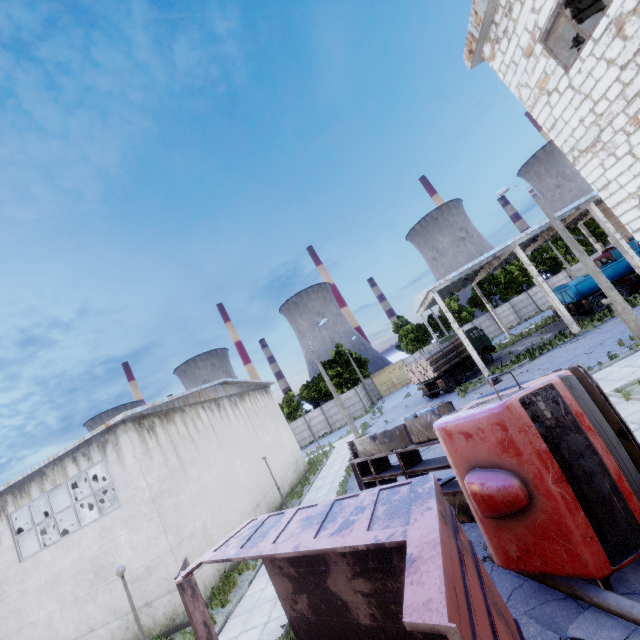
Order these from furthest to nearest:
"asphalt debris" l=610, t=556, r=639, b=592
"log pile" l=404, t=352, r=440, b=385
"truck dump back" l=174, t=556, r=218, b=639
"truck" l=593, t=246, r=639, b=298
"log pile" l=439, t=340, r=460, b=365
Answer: "log pile" l=439, t=340, r=460, b=365 < "log pile" l=404, t=352, r=440, b=385 < "truck" l=593, t=246, r=639, b=298 < "truck dump back" l=174, t=556, r=218, b=639 < "asphalt debris" l=610, t=556, r=639, b=592

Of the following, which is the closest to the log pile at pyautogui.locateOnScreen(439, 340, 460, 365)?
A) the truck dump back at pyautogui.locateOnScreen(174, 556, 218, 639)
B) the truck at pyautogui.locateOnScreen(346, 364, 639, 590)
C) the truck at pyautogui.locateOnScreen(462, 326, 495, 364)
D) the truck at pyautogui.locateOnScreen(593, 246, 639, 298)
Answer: the truck at pyautogui.locateOnScreen(462, 326, 495, 364)

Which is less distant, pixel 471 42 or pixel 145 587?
pixel 471 42

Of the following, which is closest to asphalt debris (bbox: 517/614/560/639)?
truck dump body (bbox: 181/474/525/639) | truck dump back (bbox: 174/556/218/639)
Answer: truck dump body (bbox: 181/474/525/639)

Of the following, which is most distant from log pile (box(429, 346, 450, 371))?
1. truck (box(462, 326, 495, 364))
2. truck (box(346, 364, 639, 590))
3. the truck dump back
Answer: the truck dump back

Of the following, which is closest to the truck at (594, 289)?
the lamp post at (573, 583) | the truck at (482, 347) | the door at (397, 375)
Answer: the truck at (482, 347)

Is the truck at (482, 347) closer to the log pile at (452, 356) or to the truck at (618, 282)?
the log pile at (452, 356)

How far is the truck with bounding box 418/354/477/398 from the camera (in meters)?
26.45
